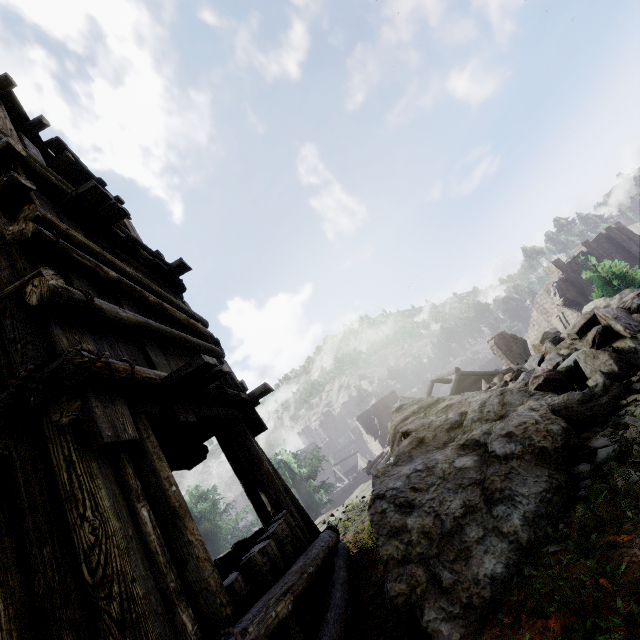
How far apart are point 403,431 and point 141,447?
3.5 meters

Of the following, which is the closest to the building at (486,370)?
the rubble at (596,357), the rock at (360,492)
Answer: the rock at (360,492)

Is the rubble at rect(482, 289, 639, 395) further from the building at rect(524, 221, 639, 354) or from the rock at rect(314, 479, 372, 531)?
the building at rect(524, 221, 639, 354)

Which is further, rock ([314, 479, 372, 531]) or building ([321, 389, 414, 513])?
building ([321, 389, 414, 513])

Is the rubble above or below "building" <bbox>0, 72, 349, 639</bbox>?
below

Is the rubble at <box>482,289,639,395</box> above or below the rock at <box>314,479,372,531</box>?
above

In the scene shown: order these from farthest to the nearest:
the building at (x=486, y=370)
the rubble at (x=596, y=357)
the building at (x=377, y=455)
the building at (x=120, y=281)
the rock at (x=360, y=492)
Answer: the building at (x=377, y=455) < the building at (x=486, y=370) < the rock at (x=360, y=492) < the rubble at (x=596, y=357) < the building at (x=120, y=281)

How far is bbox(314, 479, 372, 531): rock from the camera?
7.96m
